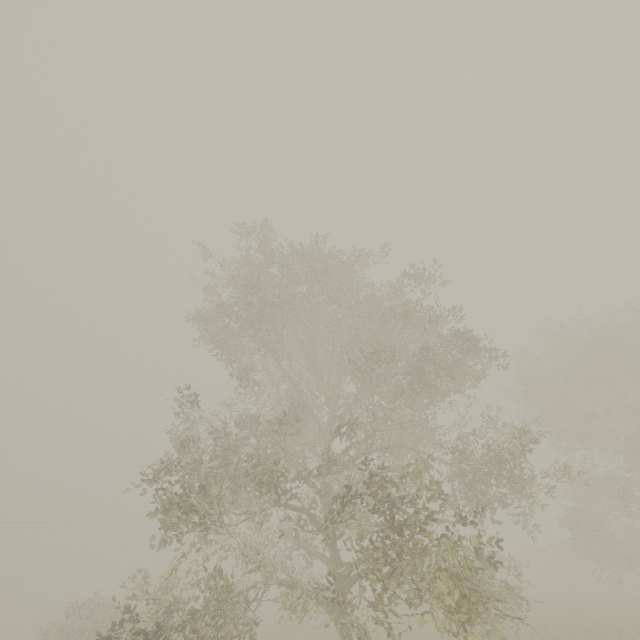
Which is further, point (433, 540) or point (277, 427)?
point (277, 427)

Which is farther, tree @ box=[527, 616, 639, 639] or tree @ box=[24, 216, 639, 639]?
tree @ box=[527, 616, 639, 639]

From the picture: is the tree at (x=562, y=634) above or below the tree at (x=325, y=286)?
below

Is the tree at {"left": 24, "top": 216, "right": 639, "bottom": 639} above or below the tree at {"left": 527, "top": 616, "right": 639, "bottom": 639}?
above

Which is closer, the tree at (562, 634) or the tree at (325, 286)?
the tree at (325, 286)
